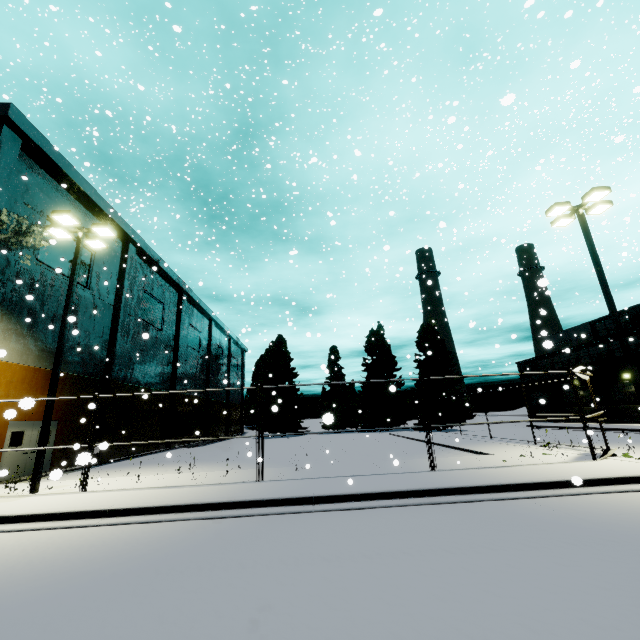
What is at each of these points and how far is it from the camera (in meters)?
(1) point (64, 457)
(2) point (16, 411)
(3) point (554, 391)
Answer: (1) building, 17.22
(2) building, 14.58
(3) building, 37.12

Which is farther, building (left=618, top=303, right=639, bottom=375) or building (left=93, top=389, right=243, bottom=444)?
building (left=618, top=303, right=639, bottom=375)

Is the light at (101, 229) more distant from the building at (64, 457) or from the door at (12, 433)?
the door at (12, 433)

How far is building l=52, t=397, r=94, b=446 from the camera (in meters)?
16.84

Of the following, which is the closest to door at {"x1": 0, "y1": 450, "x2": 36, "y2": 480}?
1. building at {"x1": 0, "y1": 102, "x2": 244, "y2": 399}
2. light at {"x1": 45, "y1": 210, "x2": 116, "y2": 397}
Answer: building at {"x1": 0, "y1": 102, "x2": 244, "y2": 399}

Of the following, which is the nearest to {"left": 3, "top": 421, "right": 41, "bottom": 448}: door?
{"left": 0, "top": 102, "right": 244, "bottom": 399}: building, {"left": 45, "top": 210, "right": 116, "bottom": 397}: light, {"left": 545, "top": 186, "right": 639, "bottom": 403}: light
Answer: {"left": 0, "top": 102, "right": 244, "bottom": 399}: building

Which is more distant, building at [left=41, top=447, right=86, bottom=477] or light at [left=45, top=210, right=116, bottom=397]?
light at [left=45, top=210, right=116, bottom=397]

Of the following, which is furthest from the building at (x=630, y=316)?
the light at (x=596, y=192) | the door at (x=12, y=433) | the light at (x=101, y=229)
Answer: the light at (x=596, y=192)
